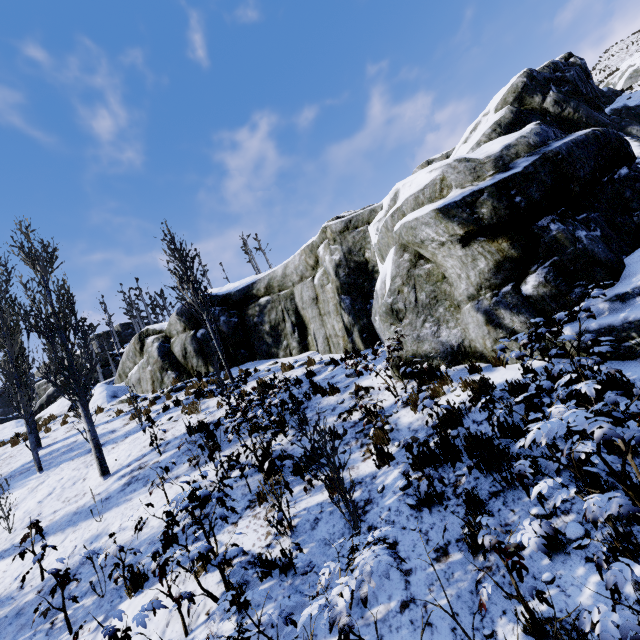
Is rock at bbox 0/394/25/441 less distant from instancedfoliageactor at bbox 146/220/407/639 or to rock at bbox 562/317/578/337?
instancedfoliageactor at bbox 146/220/407/639

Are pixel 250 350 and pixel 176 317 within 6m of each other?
yes

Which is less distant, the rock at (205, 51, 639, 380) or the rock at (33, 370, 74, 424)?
the rock at (205, 51, 639, 380)

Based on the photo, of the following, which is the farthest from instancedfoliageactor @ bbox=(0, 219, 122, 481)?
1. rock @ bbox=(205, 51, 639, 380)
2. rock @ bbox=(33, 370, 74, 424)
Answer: rock @ bbox=(33, 370, 74, 424)

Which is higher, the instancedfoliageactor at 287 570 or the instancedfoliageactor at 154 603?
the instancedfoliageactor at 154 603

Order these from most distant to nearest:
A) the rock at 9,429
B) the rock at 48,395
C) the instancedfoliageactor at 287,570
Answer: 1. the rock at 9,429
2. the rock at 48,395
3. the instancedfoliageactor at 287,570
